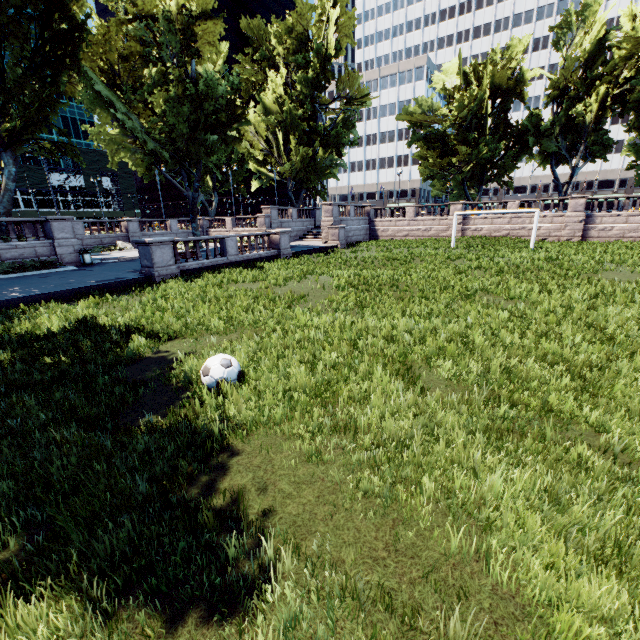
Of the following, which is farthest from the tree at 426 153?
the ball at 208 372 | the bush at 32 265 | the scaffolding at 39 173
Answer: the scaffolding at 39 173

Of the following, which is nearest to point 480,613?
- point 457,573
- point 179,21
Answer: point 457,573

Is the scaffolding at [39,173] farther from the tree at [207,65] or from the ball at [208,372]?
the ball at [208,372]

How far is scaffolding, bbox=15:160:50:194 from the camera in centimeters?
5556cm

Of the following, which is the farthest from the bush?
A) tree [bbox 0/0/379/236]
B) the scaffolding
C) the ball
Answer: the scaffolding

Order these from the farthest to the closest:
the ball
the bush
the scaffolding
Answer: the scaffolding, the bush, the ball

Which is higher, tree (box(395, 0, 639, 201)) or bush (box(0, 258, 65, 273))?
tree (box(395, 0, 639, 201))

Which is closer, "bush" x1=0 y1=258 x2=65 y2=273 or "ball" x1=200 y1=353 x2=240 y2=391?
"ball" x1=200 y1=353 x2=240 y2=391
